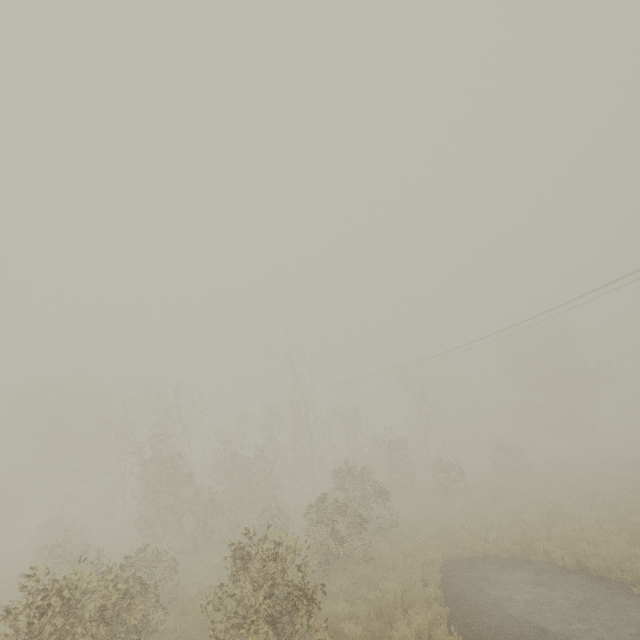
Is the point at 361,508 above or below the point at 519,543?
above
